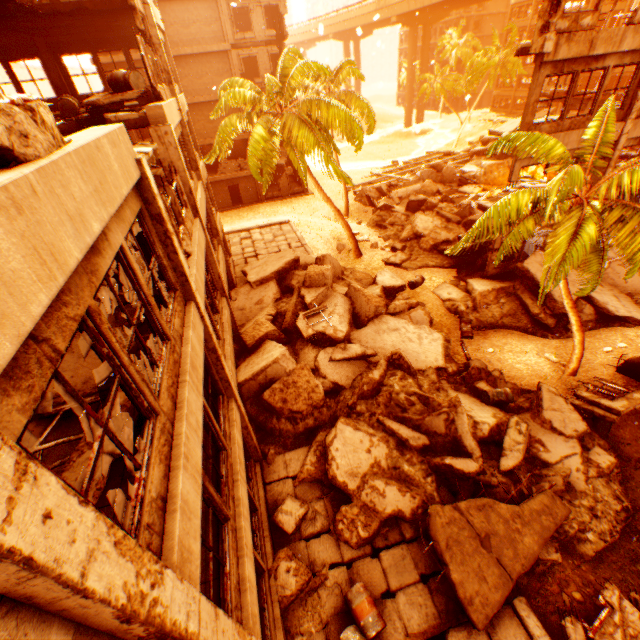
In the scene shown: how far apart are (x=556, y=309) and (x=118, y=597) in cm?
1628

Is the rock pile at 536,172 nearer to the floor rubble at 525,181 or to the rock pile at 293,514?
the rock pile at 293,514

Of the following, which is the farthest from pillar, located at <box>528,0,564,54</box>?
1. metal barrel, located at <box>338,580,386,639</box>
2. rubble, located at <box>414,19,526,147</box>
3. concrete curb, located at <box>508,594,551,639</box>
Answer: metal barrel, located at <box>338,580,386,639</box>

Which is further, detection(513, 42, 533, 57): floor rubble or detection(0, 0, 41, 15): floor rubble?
detection(513, 42, 533, 57): floor rubble

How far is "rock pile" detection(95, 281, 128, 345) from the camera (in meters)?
5.26

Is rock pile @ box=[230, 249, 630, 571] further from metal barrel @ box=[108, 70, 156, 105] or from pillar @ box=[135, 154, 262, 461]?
metal barrel @ box=[108, 70, 156, 105]

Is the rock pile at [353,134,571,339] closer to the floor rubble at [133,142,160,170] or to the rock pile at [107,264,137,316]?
the rock pile at [107,264,137,316]

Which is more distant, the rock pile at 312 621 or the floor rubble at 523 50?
the floor rubble at 523 50
